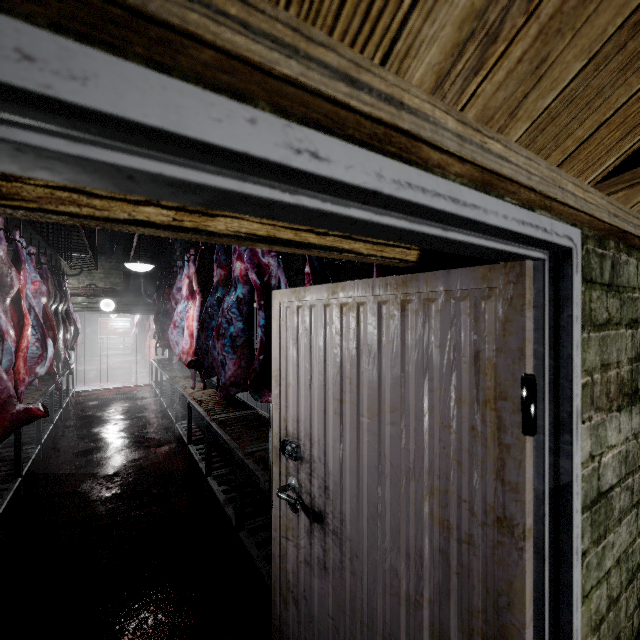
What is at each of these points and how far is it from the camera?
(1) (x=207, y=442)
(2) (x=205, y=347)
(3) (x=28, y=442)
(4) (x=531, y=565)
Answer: (1) table, 3.25m
(2) meat, 3.47m
(3) table, 4.18m
(4) door, 0.67m

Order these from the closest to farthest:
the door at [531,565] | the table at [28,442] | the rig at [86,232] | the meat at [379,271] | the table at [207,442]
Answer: the door at [531,565] → the meat at [379,271] → the table at [207,442] → the table at [28,442] → the rig at [86,232]

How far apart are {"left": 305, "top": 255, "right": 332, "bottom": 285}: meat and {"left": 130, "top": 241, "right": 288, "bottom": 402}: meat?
2.2m

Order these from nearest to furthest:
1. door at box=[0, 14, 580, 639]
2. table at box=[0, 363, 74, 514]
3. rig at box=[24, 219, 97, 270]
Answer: door at box=[0, 14, 580, 639], table at box=[0, 363, 74, 514], rig at box=[24, 219, 97, 270]

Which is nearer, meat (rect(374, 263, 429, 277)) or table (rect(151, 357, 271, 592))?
meat (rect(374, 263, 429, 277))

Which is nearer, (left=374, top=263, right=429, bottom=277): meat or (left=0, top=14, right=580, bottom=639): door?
(left=0, top=14, right=580, bottom=639): door

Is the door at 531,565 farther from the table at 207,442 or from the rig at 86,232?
the rig at 86,232

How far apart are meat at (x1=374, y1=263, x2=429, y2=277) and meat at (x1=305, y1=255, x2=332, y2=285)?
0.3m
